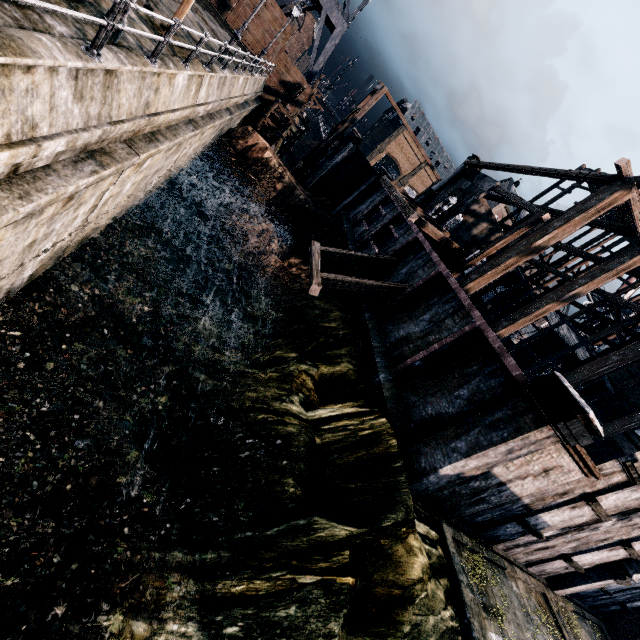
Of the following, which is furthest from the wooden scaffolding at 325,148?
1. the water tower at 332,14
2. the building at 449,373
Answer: the water tower at 332,14

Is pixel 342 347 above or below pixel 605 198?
below

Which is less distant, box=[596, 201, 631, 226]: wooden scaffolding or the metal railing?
the metal railing

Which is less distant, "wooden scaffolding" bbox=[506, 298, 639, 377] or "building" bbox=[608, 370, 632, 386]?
"wooden scaffolding" bbox=[506, 298, 639, 377]

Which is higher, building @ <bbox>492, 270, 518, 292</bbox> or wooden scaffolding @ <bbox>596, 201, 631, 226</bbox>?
wooden scaffolding @ <bbox>596, 201, 631, 226</bbox>

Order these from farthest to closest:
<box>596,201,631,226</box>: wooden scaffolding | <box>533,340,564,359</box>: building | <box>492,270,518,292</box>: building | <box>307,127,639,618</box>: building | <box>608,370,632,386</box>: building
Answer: <box>533,340,564,359</box>: building
<box>492,270,518,292</box>: building
<box>608,370,632,386</box>: building
<box>596,201,631,226</box>: wooden scaffolding
<box>307,127,639,618</box>: building

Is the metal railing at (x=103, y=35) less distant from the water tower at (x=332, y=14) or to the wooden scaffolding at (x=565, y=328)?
the water tower at (x=332, y=14)

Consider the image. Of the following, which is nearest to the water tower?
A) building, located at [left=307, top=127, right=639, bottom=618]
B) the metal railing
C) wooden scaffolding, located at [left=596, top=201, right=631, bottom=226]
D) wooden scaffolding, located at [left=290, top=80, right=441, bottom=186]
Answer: wooden scaffolding, located at [left=290, top=80, right=441, bottom=186]
